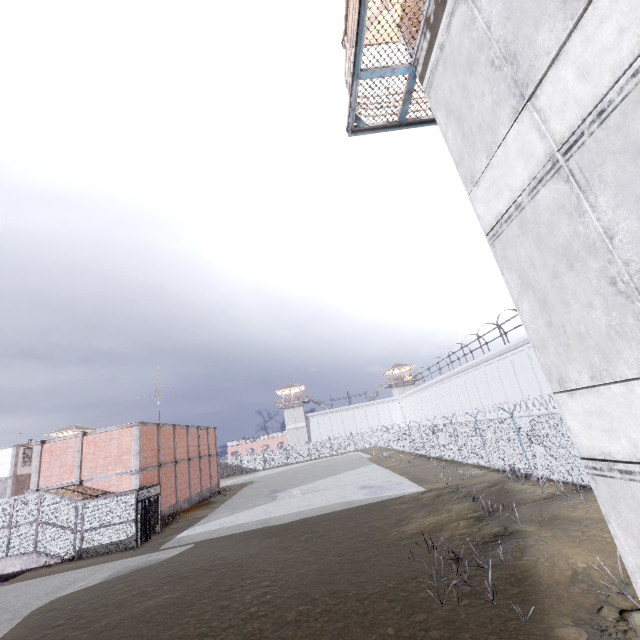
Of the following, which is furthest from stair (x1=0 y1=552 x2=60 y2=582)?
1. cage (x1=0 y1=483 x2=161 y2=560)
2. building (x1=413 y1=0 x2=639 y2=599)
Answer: building (x1=413 y1=0 x2=639 y2=599)

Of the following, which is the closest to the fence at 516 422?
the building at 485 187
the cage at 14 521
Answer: the building at 485 187

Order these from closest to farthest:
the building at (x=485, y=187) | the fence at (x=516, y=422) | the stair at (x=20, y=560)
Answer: the building at (x=485, y=187), the fence at (x=516, y=422), the stair at (x=20, y=560)

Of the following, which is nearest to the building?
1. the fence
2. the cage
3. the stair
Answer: the fence

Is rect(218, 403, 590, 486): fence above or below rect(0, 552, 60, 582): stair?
above

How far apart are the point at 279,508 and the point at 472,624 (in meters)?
16.05

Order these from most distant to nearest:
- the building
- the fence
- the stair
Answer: the stair < the fence < the building

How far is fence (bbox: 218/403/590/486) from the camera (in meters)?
13.53
